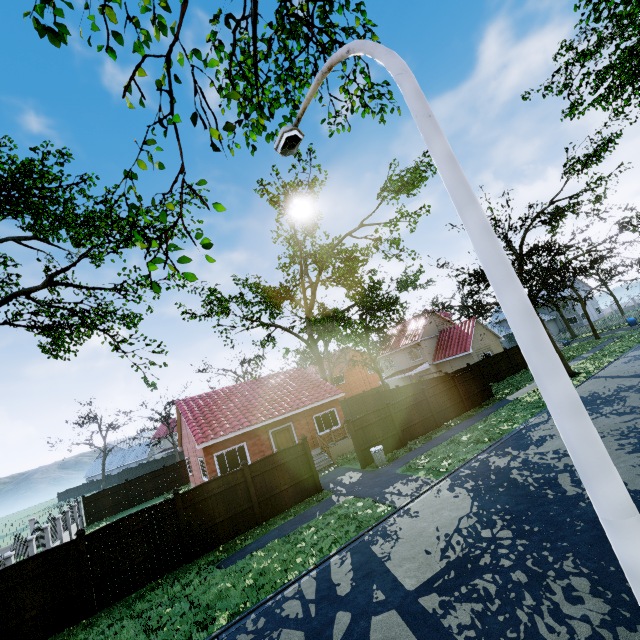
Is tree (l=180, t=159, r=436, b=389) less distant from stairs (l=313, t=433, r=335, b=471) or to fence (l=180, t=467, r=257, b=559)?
fence (l=180, t=467, r=257, b=559)

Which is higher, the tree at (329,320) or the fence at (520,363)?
the tree at (329,320)

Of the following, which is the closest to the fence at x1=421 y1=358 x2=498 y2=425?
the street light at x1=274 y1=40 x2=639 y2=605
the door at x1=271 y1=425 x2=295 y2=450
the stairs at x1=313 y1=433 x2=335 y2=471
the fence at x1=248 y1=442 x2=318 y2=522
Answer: the fence at x1=248 y1=442 x2=318 y2=522

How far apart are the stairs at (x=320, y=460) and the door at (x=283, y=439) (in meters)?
1.96

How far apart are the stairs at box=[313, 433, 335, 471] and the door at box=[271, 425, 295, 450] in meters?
2.0 m

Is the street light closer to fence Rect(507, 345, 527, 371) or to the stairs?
fence Rect(507, 345, 527, 371)

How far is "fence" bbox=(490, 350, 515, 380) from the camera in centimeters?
2911cm

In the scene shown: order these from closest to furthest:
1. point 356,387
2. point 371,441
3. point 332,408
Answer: point 371,441, point 332,408, point 356,387
